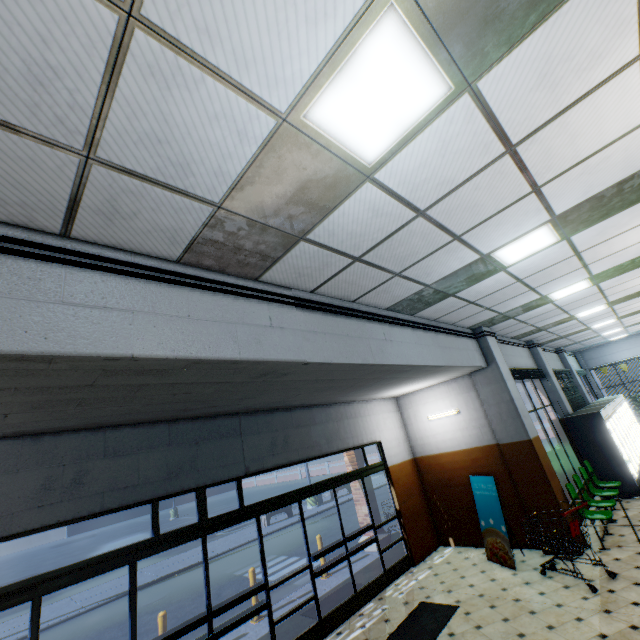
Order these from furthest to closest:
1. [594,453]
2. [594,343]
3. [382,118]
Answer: [594,343]
[594,453]
[382,118]

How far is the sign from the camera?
6.66m

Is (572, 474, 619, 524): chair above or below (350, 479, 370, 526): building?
below

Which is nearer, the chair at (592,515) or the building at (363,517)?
the chair at (592,515)

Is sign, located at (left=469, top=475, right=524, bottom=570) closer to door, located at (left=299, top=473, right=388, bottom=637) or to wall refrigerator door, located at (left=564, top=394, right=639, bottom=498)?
door, located at (left=299, top=473, right=388, bottom=637)

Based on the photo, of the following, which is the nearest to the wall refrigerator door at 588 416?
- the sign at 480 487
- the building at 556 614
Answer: the building at 556 614

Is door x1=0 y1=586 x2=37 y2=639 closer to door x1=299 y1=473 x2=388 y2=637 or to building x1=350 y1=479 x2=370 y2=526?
building x1=350 y1=479 x2=370 y2=526

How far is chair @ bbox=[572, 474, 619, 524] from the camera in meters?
6.6
